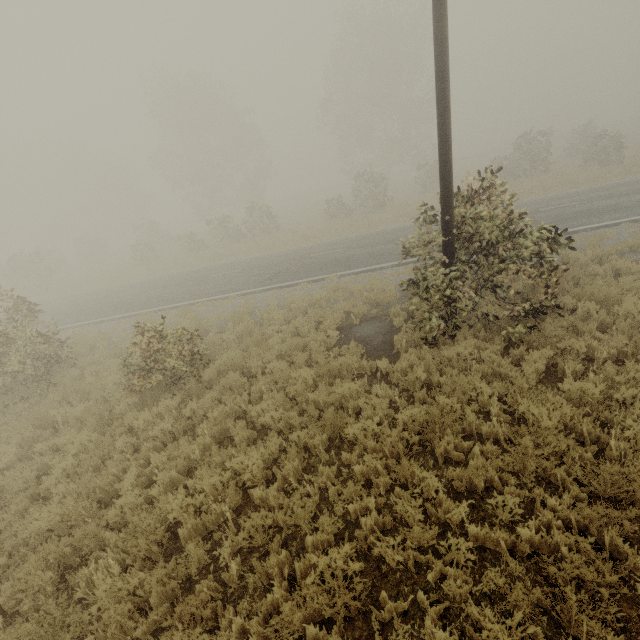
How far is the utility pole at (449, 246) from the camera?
7.1 meters

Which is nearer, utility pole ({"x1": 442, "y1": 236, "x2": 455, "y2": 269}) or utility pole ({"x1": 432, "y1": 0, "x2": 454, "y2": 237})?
utility pole ({"x1": 432, "y1": 0, "x2": 454, "y2": 237})

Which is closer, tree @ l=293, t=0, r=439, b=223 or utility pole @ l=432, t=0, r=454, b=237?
utility pole @ l=432, t=0, r=454, b=237

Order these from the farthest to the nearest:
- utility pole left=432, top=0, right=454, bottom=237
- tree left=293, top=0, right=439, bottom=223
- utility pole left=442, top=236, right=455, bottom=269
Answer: tree left=293, top=0, right=439, bottom=223, utility pole left=442, top=236, right=455, bottom=269, utility pole left=432, top=0, right=454, bottom=237

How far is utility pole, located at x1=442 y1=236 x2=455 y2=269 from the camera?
7.08m

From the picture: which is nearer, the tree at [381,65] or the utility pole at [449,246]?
the utility pole at [449,246]

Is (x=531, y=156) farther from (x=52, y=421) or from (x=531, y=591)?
(x=52, y=421)
